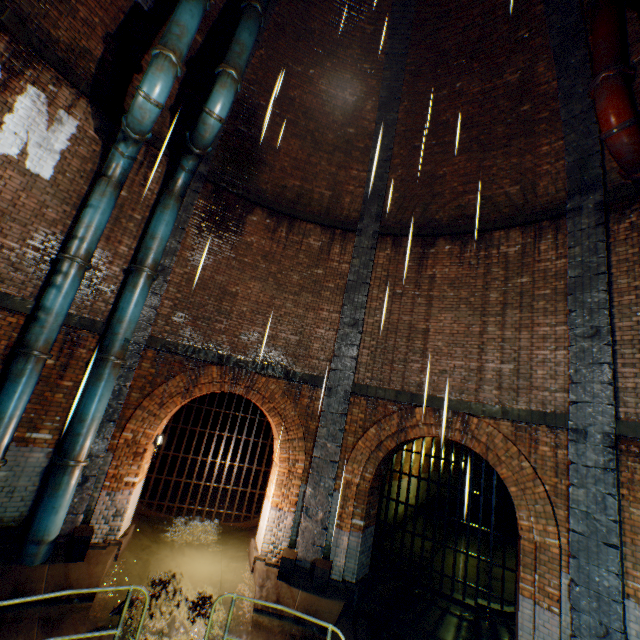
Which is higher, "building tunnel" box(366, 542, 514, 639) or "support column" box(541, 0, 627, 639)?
"support column" box(541, 0, 627, 639)

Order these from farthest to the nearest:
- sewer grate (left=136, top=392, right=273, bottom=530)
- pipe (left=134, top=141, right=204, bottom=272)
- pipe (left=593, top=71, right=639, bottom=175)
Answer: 1. sewer grate (left=136, top=392, right=273, bottom=530)
2. pipe (left=134, top=141, right=204, bottom=272)
3. pipe (left=593, top=71, right=639, bottom=175)

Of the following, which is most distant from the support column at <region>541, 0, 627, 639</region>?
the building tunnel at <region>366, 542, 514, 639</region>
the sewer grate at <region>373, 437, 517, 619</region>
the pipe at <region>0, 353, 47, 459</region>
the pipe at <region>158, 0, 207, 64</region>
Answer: the pipe at <region>0, 353, 47, 459</region>

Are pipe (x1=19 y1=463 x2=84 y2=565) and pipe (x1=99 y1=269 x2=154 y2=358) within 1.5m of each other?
no

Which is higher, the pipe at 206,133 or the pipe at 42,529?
the pipe at 206,133

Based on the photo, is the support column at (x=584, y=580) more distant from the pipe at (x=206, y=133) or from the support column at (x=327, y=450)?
the pipe at (x=206, y=133)

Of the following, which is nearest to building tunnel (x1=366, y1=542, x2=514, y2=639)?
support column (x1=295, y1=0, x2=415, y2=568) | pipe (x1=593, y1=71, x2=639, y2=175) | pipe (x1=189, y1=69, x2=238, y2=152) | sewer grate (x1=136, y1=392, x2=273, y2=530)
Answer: support column (x1=295, y1=0, x2=415, y2=568)

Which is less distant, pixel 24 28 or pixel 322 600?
pixel 24 28
